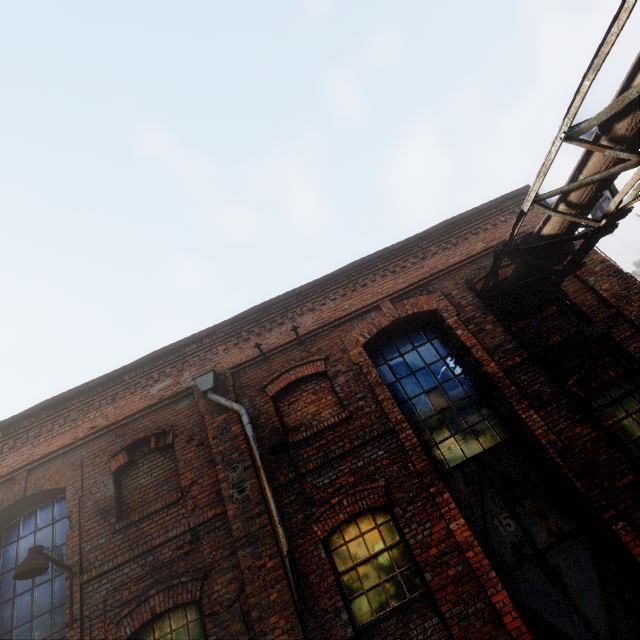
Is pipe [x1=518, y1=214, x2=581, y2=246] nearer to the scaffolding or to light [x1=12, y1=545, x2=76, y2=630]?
the scaffolding

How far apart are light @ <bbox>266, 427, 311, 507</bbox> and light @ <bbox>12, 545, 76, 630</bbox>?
3.9m

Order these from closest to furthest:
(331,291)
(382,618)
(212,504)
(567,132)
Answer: (567,132), (382,618), (212,504), (331,291)

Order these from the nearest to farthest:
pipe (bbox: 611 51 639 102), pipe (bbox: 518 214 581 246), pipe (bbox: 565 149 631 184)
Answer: pipe (bbox: 611 51 639 102), pipe (bbox: 565 149 631 184), pipe (bbox: 518 214 581 246)

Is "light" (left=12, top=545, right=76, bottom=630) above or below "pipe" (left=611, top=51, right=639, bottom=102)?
below

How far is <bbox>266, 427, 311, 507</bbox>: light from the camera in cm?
522

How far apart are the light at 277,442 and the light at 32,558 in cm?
385

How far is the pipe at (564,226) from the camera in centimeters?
489cm
